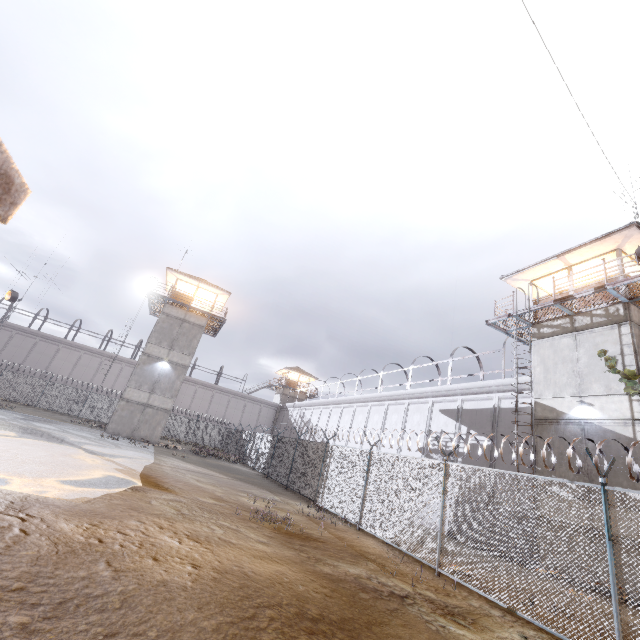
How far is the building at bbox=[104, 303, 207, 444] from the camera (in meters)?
26.25

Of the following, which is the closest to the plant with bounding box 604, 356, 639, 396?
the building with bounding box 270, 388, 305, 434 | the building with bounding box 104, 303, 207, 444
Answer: the building with bounding box 104, 303, 207, 444

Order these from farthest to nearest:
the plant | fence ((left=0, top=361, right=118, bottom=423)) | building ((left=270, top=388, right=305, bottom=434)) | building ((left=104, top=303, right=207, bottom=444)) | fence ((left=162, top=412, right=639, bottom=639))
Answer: building ((left=270, top=388, right=305, bottom=434)), fence ((left=0, top=361, right=118, bottom=423)), building ((left=104, top=303, right=207, bottom=444)), the plant, fence ((left=162, top=412, right=639, bottom=639))

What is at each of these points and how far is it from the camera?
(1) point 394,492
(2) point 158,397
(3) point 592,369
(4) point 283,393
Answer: (1) fence, 11.1 meters
(2) building, 27.5 meters
(3) building, 13.6 meters
(4) building, 51.3 meters

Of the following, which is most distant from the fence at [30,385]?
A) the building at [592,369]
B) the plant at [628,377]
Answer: the plant at [628,377]

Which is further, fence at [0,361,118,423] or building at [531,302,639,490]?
fence at [0,361,118,423]

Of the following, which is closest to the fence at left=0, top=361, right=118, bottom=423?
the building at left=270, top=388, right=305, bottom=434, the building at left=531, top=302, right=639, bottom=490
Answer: the building at left=531, top=302, right=639, bottom=490

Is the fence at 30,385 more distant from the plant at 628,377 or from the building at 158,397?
the plant at 628,377
